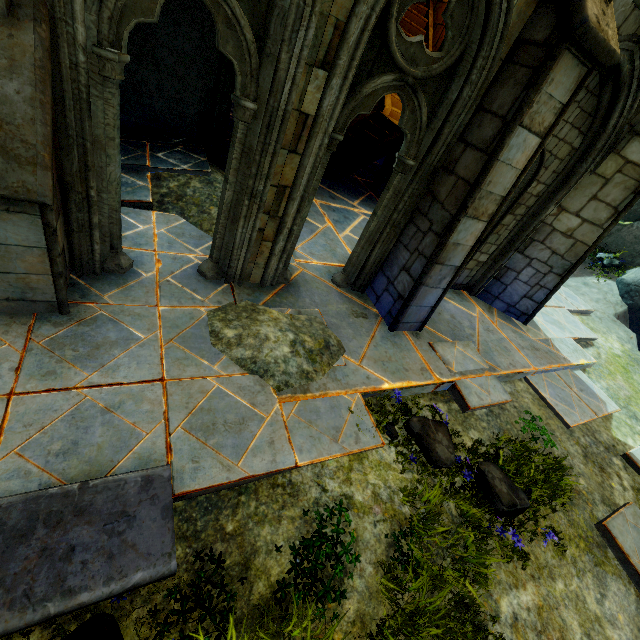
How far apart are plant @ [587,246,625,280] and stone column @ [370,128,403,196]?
8.9 meters

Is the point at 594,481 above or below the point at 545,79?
below

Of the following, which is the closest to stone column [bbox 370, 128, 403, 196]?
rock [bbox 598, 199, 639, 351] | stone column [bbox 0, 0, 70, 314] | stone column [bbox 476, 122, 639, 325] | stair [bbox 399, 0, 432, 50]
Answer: stair [bbox 399, 0, 432, 50]

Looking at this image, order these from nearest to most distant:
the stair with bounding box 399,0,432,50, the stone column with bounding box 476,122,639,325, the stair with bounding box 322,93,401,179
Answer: the stone column with bounding box 476,122,639,325 → the stair with bounding box 322,93,401,179 → the stair with bounding box 399,0,432,50

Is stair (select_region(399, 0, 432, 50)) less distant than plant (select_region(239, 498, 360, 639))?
No

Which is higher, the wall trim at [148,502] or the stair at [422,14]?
the stair at [422,14]

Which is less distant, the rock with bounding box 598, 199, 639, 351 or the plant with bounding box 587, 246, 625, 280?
the rock with bounding box 598, 199, 639, 351

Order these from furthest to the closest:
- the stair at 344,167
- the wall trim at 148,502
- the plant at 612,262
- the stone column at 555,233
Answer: the plant at 612,262 < the stair at 344,167 < the stone column at 555,233 < the wall trim at 148,502
